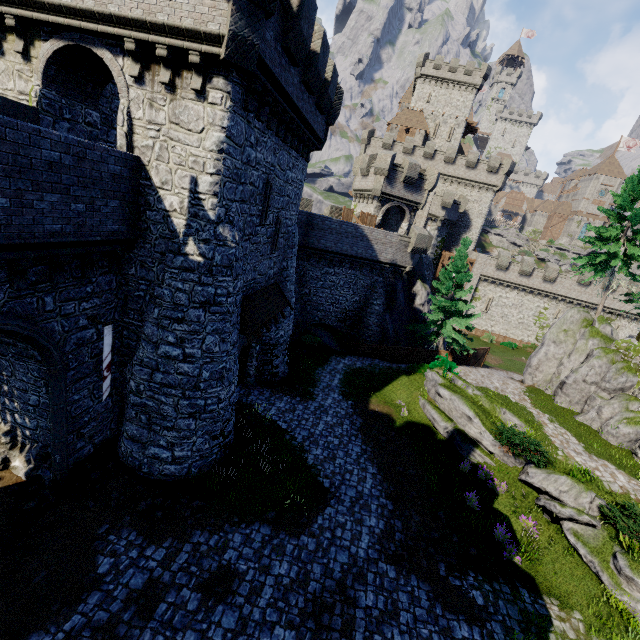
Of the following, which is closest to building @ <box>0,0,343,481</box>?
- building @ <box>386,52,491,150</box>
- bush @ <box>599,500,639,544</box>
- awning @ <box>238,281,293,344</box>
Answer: awning @ <box>238,281,293,344</box>

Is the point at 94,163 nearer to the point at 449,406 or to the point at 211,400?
the point at 211,400

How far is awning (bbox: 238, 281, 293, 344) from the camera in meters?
13.6

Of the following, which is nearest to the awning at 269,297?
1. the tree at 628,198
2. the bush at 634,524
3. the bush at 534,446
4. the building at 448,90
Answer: the bush at 534,446

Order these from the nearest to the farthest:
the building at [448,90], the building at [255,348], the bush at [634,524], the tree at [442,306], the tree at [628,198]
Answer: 1. the bush at [634,524]
2. the building at [255,348]
3. the tree at [628,198]
4. the tree at [442,306]
5. the building at [448,90]

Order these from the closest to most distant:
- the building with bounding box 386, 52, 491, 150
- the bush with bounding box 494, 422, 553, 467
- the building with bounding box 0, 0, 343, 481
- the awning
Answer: the building with bounding box 0, 0, 343, 481 → the awning → the bush with bounding box 494, 422, 553, 467 → the building with bounding box 386, 52, 491, 150

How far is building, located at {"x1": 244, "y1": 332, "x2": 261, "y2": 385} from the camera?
18.4 meters

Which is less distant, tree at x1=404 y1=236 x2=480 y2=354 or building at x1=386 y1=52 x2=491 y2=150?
tree at x1=404 y1=236 x2=480 y2=354
